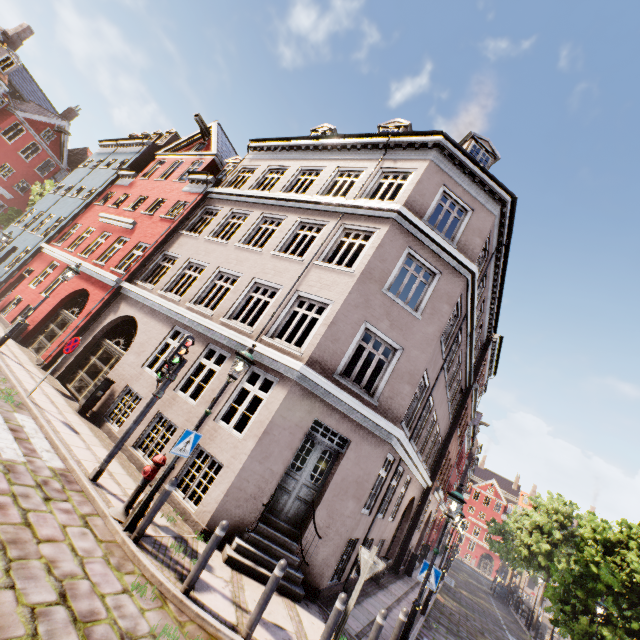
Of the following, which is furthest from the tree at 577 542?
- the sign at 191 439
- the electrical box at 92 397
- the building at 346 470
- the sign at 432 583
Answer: the electrical box at 92 397

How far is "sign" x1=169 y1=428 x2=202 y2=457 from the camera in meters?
5.9 m

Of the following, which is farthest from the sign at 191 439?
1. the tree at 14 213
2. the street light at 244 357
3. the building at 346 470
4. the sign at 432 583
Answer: the tree at 14 213

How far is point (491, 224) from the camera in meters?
11.7 m

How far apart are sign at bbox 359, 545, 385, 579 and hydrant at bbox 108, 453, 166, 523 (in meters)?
4.01

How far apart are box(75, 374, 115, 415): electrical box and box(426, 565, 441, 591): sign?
10.71m

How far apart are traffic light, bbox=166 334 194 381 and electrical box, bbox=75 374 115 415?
4.4m

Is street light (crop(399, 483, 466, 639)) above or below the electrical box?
above
